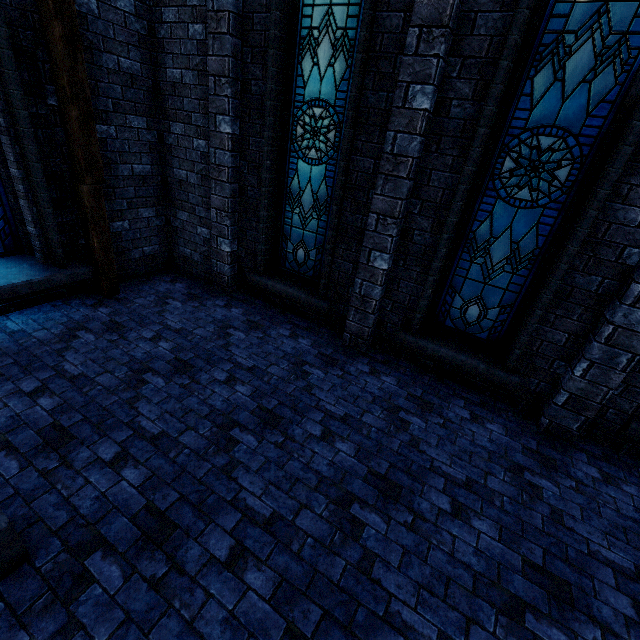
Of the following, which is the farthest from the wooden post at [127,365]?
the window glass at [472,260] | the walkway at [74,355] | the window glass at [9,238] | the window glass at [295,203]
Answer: the window glass at [472,260]

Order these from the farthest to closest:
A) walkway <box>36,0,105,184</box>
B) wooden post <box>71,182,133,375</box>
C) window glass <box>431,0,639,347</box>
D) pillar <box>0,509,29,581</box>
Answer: wooden post <box>71,182,133,375</box> < walkway <box>36,0,105,184</box> < window glass <box>431,0,639,347</box> < pillar <box>0,509,29,581</box>

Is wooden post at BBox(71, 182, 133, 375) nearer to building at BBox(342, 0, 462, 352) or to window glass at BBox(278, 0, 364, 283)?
building at BBox(342, 0, 462, 352)

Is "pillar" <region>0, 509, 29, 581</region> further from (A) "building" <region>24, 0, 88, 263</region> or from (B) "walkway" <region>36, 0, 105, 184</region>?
(B) "walkway" <region>36, 0, 105, 184</region>

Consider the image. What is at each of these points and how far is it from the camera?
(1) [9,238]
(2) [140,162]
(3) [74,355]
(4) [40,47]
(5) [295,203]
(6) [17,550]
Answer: (1) window glass, 4.9m
(2) building, 5.7m
(3) walkway, 4.3m
(4) building, 4.1m
(5) window glass, 5.5m
(6) pillar, 2.2m

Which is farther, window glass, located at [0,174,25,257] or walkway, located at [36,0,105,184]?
window glass, located at [0,174,25,257]

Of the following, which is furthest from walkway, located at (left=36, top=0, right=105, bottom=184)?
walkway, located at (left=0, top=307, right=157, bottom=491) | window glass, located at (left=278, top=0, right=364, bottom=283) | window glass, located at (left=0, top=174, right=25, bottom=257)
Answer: window glass, located at (left=278, top=0, right=364, bottom=283)

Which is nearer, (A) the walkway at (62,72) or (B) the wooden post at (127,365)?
(A) the walkway at (62,72)
